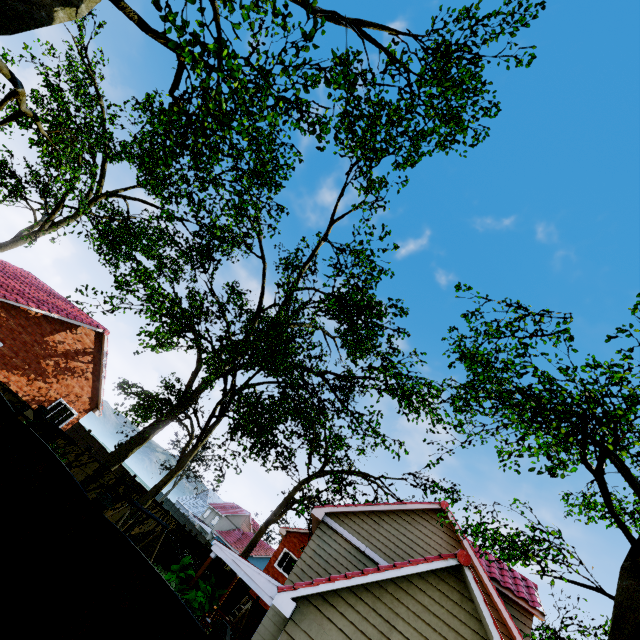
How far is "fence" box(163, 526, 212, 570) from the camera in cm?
2123

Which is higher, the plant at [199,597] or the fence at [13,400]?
the fence at [13,400]

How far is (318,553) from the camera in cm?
1259

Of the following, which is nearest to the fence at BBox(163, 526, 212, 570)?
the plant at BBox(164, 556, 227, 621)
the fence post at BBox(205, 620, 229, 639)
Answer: the fence post at BBox(205, 620, 229, 639)

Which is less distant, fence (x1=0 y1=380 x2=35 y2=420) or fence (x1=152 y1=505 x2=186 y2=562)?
fence (x1=0 y1=380 x2=35 y2=420)

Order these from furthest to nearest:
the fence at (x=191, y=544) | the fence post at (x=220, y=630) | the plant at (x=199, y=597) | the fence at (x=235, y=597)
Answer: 1. the fence at (x=191, y=544)
2. the fence at (x=235, y=597)
3. the plant at (x=199, y=597)
4. the fence post at (x=220, y=630)
